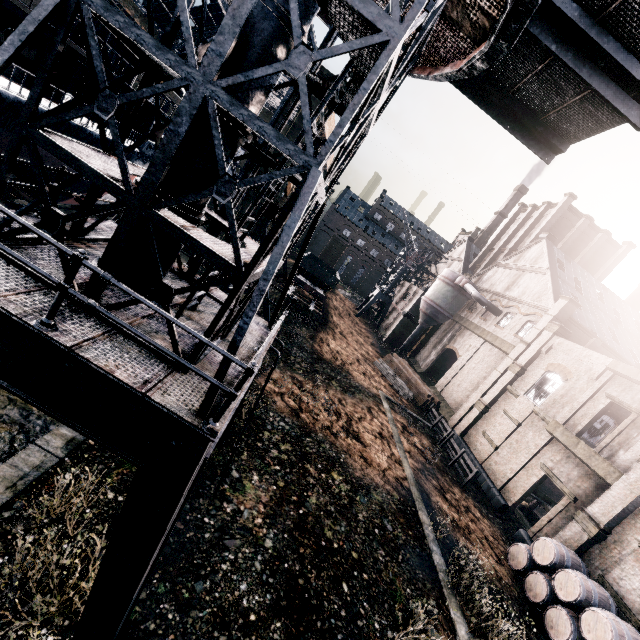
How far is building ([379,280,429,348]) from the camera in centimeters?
4681cm

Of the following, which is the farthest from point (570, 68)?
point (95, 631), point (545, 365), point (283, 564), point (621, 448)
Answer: point (545, 365)

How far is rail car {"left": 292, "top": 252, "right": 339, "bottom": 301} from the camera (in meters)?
36.12

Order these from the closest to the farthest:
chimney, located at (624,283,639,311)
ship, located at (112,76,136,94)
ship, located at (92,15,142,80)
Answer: ship, located at (92,15,142,80), ship, located at (112,76,136,94), chimney, located at (624,283,639,311)

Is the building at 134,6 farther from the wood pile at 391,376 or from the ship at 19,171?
the ship at 19,171

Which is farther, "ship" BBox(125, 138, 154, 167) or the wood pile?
the wood pile

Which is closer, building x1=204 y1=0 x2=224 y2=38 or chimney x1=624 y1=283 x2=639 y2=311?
building x1=204 y1=0 x2=224 y2=38

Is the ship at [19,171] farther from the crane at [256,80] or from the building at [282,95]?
the crane at [256,80]
